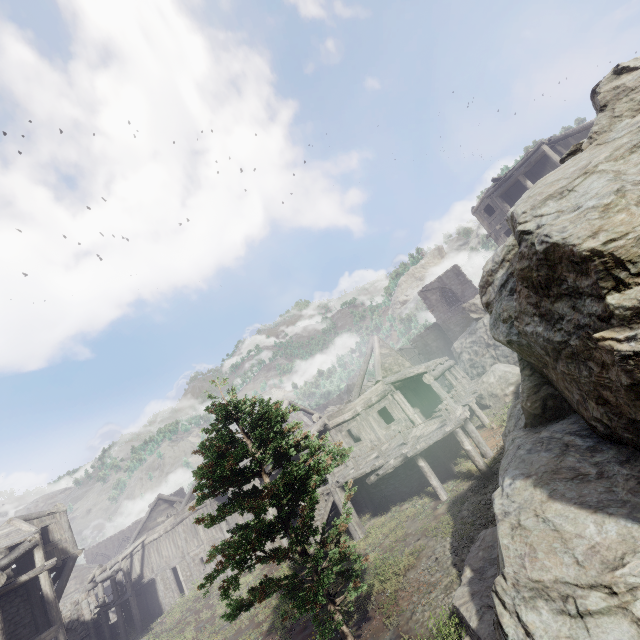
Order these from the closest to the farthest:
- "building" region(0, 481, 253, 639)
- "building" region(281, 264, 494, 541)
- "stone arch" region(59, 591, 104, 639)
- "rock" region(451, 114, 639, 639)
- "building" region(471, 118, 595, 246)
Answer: "rock" region(451, 114, 639, 639), "building" region(281, 264, 494, 541), "building" region(0, 481, 253, 639), "building" region(471, 118, 595, 246), "stone arch" region(59, 591, 104, 639)

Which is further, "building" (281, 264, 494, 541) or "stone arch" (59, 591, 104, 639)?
"stone arch" (59, 591, 104, 639)

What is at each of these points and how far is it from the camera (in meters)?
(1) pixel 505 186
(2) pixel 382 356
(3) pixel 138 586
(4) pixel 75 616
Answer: (1) building, 26.28
(2) building, 21.05
(3) building, 27.31
(4) stone arch, 26.59

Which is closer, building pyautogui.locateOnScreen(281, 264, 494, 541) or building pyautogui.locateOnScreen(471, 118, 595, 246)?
building pyautogui.locateOnScreen(281, 264, 494, 541)

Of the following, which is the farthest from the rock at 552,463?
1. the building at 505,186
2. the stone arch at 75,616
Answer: the stone arch at 75,616

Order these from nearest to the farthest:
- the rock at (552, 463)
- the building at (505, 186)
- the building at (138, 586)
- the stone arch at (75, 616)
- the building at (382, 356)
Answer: the rock at (552, 463), the building at (382, 356), the building at (138, 586), the building at (505, 186), the stone arch at (75, 616)

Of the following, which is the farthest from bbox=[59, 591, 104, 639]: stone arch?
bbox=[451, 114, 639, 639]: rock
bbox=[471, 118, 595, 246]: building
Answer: bbox=[451, 114, 639, 639]: rock
